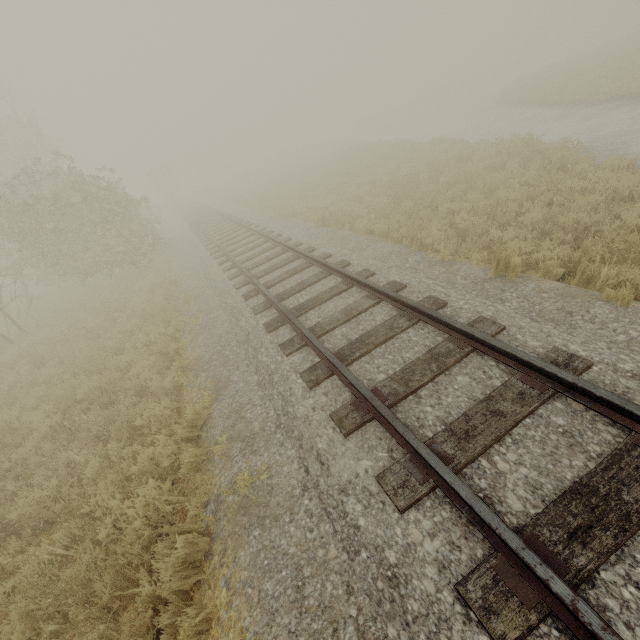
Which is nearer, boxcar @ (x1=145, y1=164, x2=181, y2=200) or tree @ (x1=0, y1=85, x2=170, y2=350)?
tree @ (x1=0, y1=85, x2=170, y2=350)

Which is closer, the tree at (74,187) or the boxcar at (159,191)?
the tree at (74,187)

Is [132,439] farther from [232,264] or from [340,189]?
[340,189]

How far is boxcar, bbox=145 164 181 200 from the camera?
47.7m

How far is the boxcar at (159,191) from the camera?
47.7 meters
